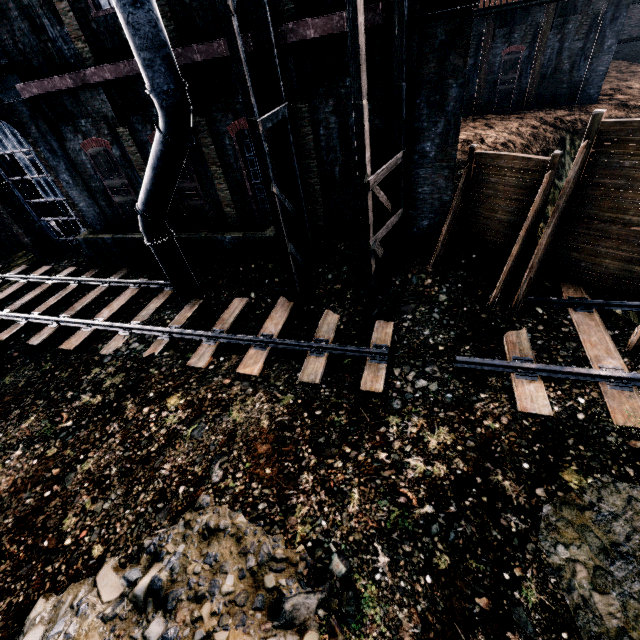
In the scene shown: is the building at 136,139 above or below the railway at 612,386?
above

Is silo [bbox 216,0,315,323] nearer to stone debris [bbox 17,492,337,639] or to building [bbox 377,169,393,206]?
building [bbox 377,169,393,206]

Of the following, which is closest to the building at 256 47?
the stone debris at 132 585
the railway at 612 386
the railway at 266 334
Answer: the stone debris at 132 585

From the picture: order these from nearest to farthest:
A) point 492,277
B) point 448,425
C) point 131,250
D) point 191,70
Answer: point 448,425 → point 191,70 → point 492,277 → point 131,250

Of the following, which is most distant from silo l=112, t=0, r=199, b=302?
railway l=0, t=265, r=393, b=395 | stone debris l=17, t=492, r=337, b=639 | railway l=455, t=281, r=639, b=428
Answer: stone debris l=17, t=492, r=337, b=639

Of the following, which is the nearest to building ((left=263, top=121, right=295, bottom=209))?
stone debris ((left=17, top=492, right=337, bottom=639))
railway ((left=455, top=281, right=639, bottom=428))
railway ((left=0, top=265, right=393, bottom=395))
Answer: stone debris ((left=17, top=492, right=337, bottom=639))

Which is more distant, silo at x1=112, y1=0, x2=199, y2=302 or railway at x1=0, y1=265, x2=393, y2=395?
railway at x1=0, y1=265, x2=393, y2=395

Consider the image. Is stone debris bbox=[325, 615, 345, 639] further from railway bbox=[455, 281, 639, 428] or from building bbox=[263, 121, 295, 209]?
railway bbox=[455, 281, 639, 428]
